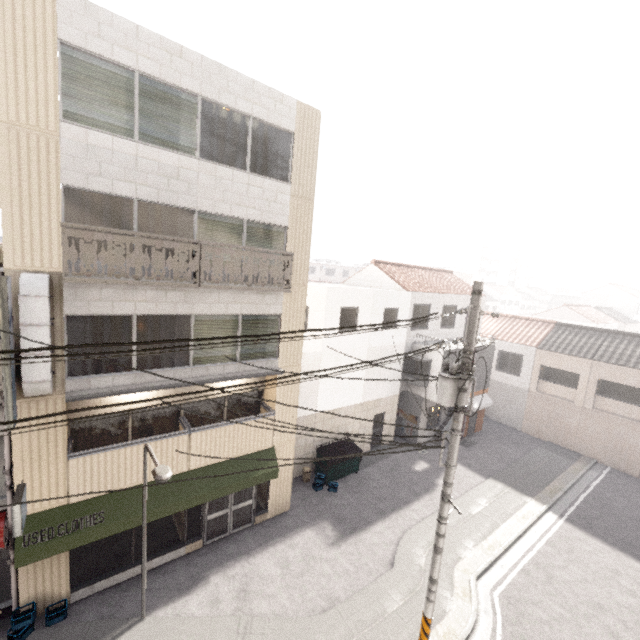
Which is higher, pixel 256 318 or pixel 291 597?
pixel 256 318

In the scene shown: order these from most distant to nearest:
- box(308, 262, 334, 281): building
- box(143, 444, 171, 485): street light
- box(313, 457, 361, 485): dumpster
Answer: box(308, 262, 334, 281): building, box(313, 457, 361, 485): dumpster, box(143, 444, 171, 485): street light

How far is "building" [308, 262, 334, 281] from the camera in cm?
5700

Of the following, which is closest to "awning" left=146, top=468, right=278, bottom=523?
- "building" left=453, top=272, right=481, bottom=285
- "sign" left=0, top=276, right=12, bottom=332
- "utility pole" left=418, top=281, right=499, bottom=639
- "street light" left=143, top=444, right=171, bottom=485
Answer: "street light" left=143, top=444, right=171, bottom=485

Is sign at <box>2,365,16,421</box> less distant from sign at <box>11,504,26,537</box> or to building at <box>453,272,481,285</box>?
sign at <box>11,504,26,537</box>

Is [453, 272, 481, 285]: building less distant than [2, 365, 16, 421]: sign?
No

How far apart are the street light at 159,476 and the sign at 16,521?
2.3m

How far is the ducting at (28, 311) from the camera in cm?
691
